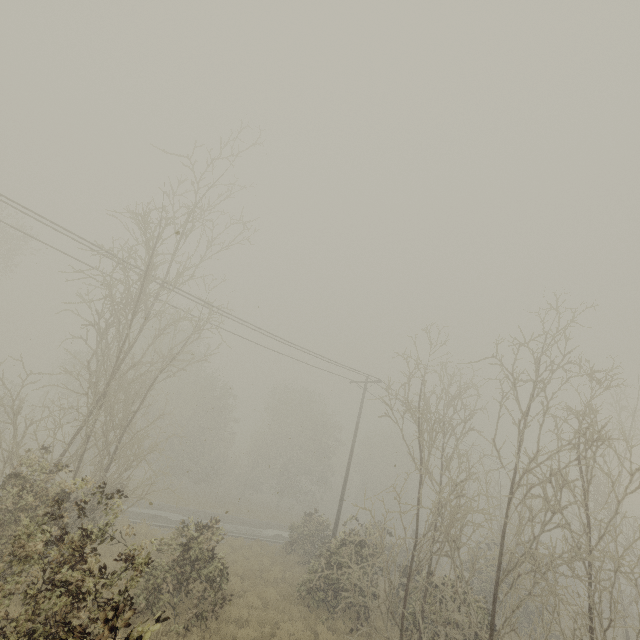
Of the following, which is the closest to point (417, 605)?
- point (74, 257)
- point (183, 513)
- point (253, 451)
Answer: point (74, 257)
